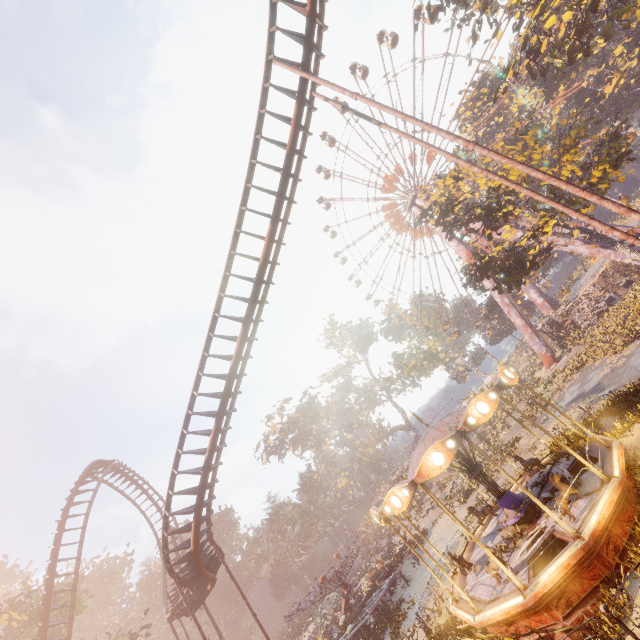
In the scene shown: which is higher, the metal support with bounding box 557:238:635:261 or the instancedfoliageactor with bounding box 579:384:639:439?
the metal support with bounding box 557:238:635:261

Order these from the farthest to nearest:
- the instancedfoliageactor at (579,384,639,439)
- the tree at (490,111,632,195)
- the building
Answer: the building
the tree at (490,111,632,195)
the instancedfoliageactor at (579,384,639,439)

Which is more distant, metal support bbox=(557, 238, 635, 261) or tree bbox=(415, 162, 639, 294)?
metal support bbox=(557, 238, 635, 261)

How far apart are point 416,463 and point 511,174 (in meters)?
24.05

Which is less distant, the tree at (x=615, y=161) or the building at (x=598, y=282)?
the tree at (x=615, y=161)

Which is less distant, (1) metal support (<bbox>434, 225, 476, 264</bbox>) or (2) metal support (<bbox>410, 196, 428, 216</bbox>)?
(1) metal support (<bbox>434, 225, 476, 264</bbox>)

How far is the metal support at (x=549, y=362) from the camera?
38.7m

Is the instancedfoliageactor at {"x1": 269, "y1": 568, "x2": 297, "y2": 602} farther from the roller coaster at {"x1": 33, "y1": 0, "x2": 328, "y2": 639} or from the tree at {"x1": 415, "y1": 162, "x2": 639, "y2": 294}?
the tree at {"x1": 415, "y1": 162, "x2": 639, "y2": 294}
